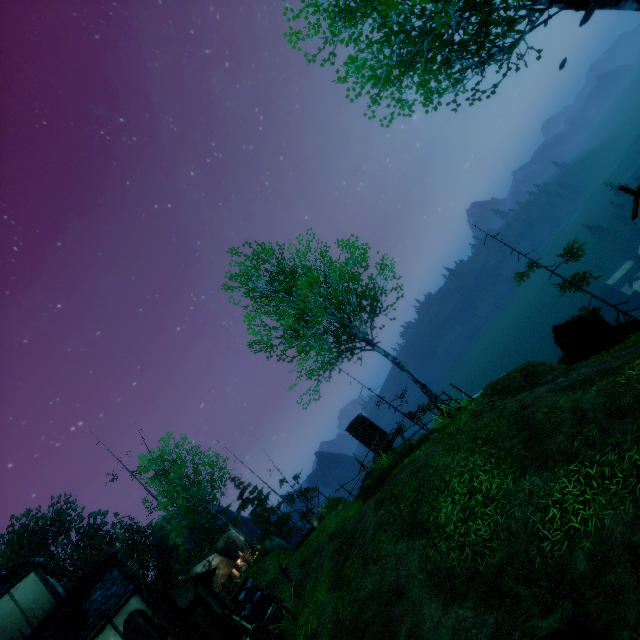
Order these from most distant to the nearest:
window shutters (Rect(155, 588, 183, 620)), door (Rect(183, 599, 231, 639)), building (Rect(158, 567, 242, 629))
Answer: building (Rect(158, 567, 242, 629))
door (Rect(183, 599, 231, 639))
window shutters (Rect(155, 588, 183, 620))

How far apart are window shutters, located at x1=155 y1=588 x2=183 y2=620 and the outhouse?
13.06m

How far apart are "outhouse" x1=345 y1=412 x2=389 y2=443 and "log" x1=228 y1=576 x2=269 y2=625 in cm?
994

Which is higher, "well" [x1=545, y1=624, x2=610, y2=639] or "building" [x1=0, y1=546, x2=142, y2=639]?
"building" [x1=0, y1=546, x2=142, y2=639]

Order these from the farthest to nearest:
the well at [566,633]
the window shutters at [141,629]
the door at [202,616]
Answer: the door at [202,616] < the window shutters at [141,629] < the well at [566,633]

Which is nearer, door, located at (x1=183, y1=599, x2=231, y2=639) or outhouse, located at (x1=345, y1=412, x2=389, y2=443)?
door, located at (x1=183, y1=599, x2=231, y2=639)

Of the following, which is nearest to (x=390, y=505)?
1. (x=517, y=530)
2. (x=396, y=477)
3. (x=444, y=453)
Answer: (x=396, y=477)

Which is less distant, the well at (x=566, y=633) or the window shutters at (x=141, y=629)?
the well at (x=566, y=633)
